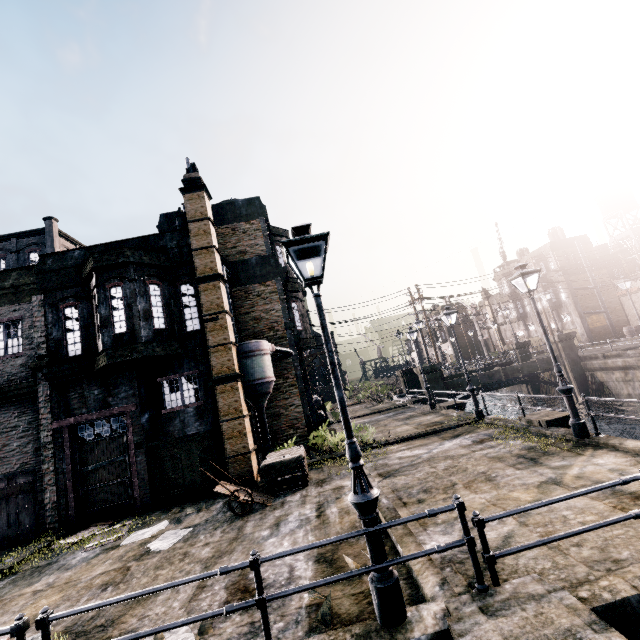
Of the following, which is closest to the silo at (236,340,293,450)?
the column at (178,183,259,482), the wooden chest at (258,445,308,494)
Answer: the column at (178,183,259,482)

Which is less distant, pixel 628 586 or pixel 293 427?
pixel 628 586

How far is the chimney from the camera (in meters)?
15.50

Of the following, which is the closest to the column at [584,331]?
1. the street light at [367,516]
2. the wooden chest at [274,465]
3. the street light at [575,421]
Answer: the street light at [575,421]

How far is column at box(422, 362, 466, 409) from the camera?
21.2m

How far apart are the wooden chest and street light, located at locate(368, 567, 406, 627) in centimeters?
717cm

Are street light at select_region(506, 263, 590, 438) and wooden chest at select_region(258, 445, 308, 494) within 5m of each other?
no

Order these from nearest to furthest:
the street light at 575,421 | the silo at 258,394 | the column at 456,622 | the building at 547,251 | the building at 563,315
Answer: the column at 456,622 → the street light at 575,421 → the silo at 258,394 → the building at 563,315 → the building at 547,251
